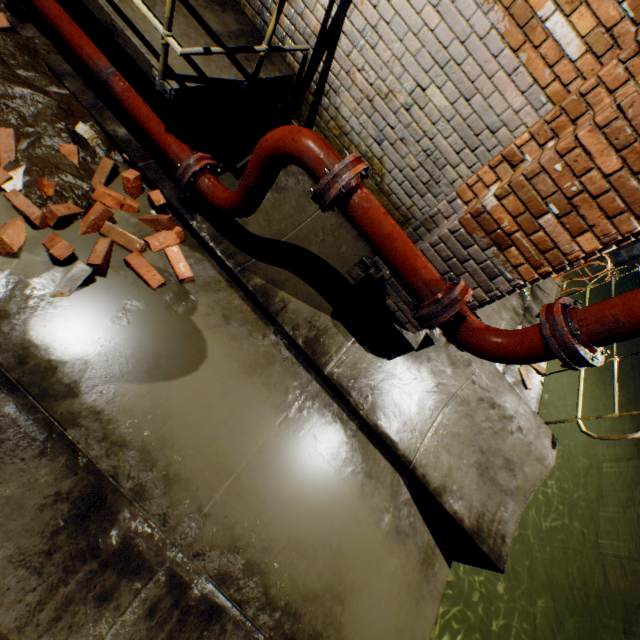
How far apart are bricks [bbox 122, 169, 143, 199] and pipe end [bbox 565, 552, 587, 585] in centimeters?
1308cm

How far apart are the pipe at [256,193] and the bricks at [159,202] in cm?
30

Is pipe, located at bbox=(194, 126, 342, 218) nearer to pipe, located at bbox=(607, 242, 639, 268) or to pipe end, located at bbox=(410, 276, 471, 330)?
pipe end, located at bbox=(410, 276, 471, 330)

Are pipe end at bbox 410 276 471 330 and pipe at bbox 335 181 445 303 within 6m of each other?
yes

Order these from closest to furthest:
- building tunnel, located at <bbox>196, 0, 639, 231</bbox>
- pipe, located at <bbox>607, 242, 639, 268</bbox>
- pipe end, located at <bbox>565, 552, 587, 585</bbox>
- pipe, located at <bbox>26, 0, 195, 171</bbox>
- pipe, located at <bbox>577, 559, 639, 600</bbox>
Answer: building tunnel, located at <bbox>196, 0, 639, 231</bbox>, pipe, located at <bbox>26, 0, 195, 171</bbox>, pipe, located at <bbox>577, 559, 639, 600</bbox>, pipe end, located at <bbox>565, 552, 587, 585</bbox>, pipe, located at <bbox>607, 242, 639, 268</bbox>

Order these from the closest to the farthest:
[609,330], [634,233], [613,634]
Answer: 1. [609,330]
2. [634,233]
3. [613,634]

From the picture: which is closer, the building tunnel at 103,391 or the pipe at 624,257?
the building tunnel at 103,391

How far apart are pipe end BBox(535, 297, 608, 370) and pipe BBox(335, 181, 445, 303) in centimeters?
59cm
